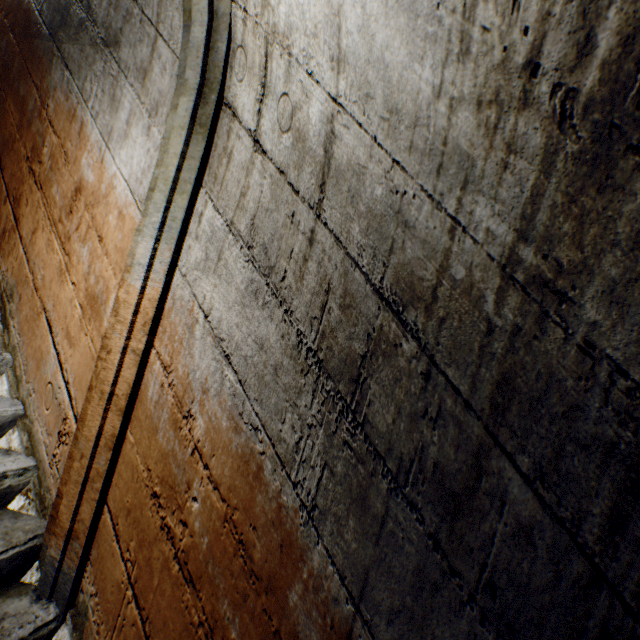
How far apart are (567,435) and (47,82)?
3.0m
